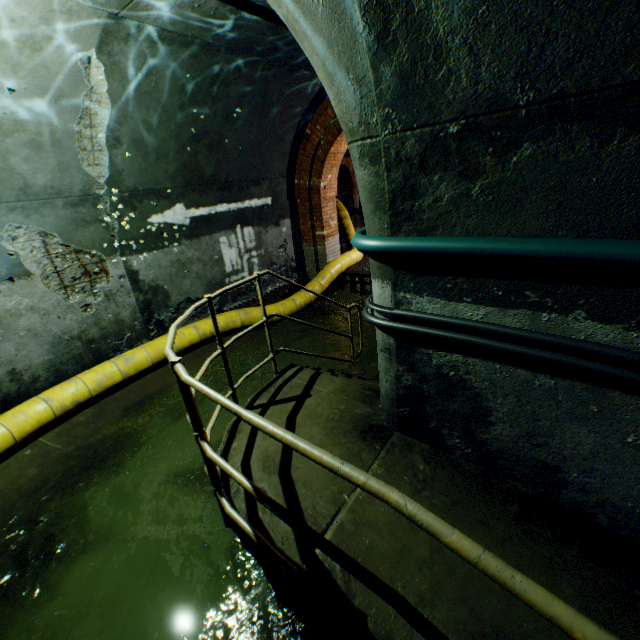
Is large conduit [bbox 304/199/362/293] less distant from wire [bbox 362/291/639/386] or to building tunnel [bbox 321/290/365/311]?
building tunnel [bbox 321/290/365/311]

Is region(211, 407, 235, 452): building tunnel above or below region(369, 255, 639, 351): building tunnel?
below

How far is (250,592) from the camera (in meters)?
2.54

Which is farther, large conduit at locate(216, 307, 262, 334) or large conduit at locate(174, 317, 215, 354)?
large conduit at locate(216, 307, 262, 334)

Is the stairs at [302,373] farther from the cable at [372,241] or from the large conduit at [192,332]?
the cable at [372,241]

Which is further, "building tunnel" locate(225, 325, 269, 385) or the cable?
"building tunnel" locate(225, 325, 269, 385)

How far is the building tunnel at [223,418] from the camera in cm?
428

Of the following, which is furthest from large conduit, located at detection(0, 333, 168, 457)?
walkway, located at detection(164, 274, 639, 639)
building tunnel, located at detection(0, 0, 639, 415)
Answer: walkway, located at detection(164, 274, 639, 639)
